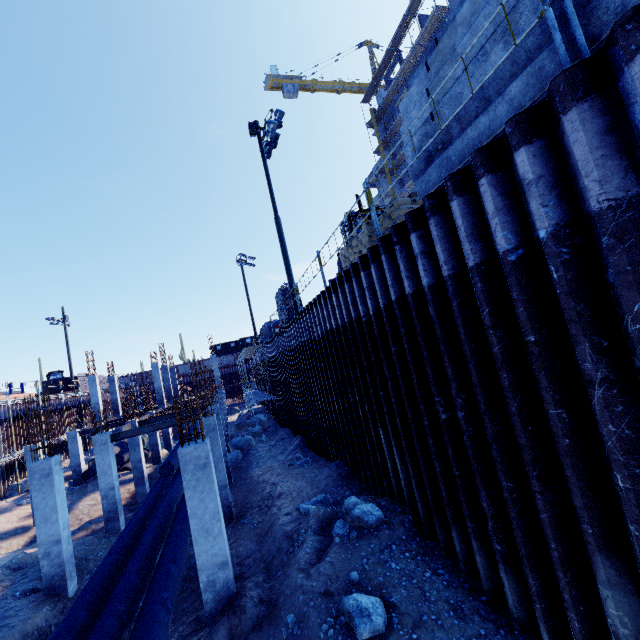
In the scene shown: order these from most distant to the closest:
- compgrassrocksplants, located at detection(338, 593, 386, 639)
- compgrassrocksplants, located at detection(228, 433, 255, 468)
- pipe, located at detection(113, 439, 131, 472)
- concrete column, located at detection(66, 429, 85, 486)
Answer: pipe, located at detection(113, 439, 131, 472)
concrete column, located at detection(66, 429, 85, 486)
compgrassrocksplants, located at detection(228, 433, 255, 468)
compgrassrocksplants, located at detection(338, 593, 386, 639)

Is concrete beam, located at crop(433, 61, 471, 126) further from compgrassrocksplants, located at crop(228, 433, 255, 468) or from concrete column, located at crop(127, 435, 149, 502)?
concrete column, located at crop(127, 435, 149, 502)

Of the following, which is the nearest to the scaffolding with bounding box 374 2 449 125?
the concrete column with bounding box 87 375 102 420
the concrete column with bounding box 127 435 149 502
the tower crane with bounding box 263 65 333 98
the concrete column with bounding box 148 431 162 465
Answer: the tower crane with bounding box 263 65 333 98

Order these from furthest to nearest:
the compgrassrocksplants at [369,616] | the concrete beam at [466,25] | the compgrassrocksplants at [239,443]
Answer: Answer: the compgrassrocksplants at [239,443], the compgrassrocksplants at [369,616], the concrete beam at [466,25]

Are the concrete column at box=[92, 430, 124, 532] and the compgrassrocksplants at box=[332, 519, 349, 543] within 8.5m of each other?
no

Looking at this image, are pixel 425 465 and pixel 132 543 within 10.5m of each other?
yes

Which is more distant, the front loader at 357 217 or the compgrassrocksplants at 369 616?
the front loader at 357 217

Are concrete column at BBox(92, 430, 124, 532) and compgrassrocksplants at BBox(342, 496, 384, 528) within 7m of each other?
no
